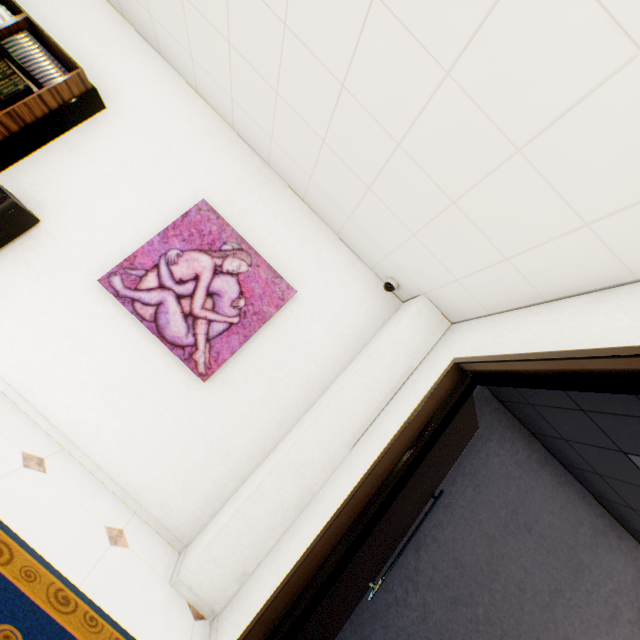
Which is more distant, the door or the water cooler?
the water cooler

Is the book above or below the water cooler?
above

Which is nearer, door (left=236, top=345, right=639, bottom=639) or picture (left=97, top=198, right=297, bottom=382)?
door (left=236, top=345, right=639, bottom=639)

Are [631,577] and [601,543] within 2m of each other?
yes

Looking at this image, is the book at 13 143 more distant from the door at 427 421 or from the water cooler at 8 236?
the door at 427 421

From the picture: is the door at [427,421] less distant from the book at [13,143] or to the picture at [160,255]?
the picture at [160,255]

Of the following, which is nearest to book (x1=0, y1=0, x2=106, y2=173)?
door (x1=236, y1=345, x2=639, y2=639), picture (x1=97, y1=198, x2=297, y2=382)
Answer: picture (x1=97, y1=198, x2=297, y2=382)

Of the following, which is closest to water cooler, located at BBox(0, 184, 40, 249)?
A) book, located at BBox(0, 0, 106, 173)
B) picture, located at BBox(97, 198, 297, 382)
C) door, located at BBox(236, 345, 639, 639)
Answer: book, located at BBox(0, 0, 106, 173)
